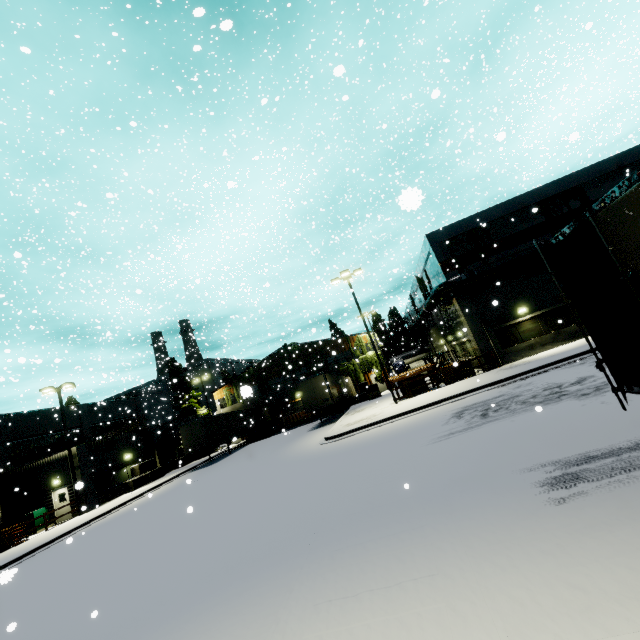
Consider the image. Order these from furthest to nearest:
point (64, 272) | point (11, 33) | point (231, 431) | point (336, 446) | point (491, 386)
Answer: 1. point (231, 431)
2. point (64, 272)
3. point (11, 33)
4. point (491, 386)
5. point (336, 446)

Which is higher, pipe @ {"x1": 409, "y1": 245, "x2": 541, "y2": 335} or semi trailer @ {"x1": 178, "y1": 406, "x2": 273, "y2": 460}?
pipe @ {"x1": 409, "y1": 245, "x2": 541, "y2": 335}

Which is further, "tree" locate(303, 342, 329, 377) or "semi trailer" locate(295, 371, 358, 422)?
"tree" locate(303, 342, 329, 377)

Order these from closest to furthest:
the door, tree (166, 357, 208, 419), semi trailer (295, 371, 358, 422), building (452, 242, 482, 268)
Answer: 1. building (452, 242, 482, 268)
2. the door
3. semi trailer (295, 371, 358, 422)
4. tree (166, 357, 208, 419)

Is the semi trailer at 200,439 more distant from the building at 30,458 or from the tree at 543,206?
the tree at 543,206

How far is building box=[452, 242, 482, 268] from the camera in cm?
2375

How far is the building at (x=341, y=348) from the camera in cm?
4214

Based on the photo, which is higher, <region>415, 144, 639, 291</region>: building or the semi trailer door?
<region>415, 144, 639, 291</region>: building
